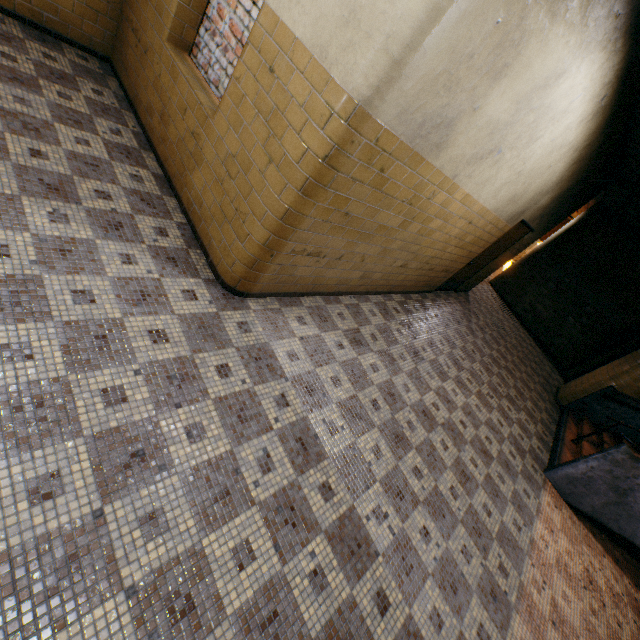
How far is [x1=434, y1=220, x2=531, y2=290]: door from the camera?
6.7m

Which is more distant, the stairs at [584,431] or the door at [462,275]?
the door at [462,275]

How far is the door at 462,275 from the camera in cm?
671

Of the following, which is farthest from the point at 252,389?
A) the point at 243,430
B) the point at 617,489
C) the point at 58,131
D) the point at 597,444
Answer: the point at 597,444

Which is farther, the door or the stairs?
the door
